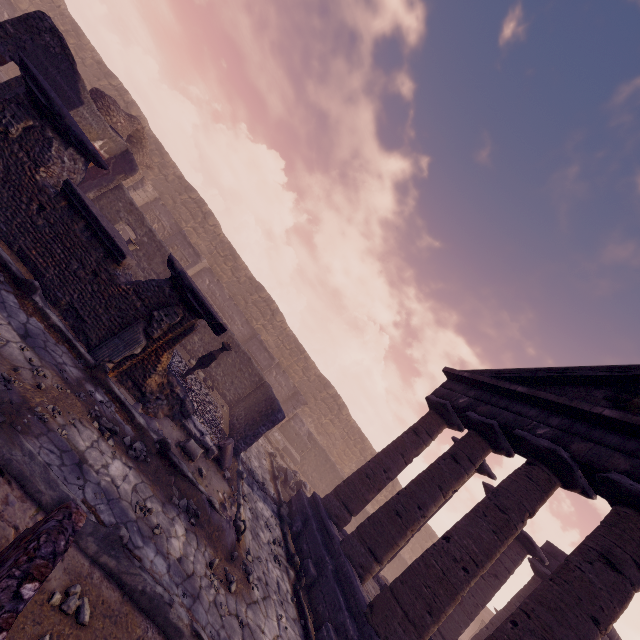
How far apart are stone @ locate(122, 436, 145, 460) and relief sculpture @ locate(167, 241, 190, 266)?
13.0m

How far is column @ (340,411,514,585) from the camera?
8.4m

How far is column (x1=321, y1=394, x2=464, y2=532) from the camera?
10.37m

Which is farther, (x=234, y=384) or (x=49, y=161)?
(x=234, y=384)

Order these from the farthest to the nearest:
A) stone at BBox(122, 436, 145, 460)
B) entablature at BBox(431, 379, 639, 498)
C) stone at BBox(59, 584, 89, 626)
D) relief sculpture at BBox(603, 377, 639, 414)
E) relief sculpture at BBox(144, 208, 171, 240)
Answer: relief sculpture at BBox(144, 208, 171, 240)
relief sculpture at BBox(603, 377, 639, 414)
entablature at BBox(431, 379, 639, 498)
stone at BBox(122, 436, 145, 460)
stone at BBox(59, 584, 89, 626)

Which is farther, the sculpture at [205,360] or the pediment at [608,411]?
the sculpture at [205,360]

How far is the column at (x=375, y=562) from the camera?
8.37m

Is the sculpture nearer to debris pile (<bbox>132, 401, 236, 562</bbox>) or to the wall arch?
debris pile (<bbox>132, 401, 236, 562</bbox>)
